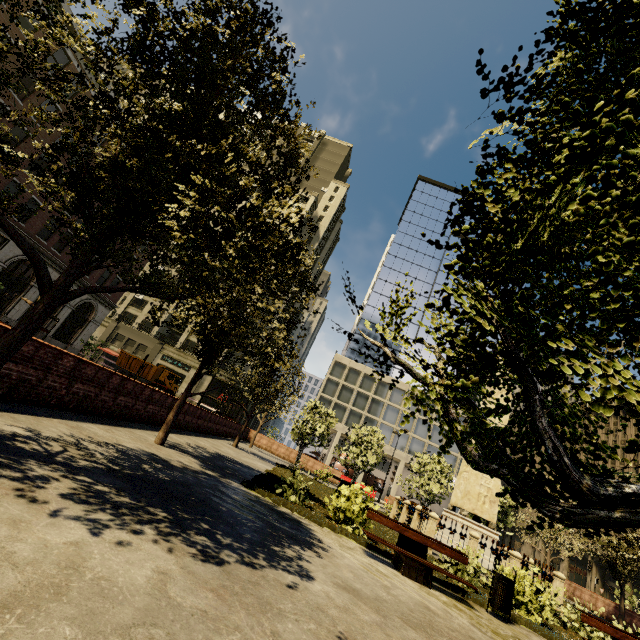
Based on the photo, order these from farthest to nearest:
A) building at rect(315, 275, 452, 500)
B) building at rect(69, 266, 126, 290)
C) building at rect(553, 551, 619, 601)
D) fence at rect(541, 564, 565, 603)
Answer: building at rect(315, 275, 452, 500) → building at rect(553, 551, 619, 601) → building at rect(69, 266, 126, 290) → fence at rect(541, 564, 565, 603)

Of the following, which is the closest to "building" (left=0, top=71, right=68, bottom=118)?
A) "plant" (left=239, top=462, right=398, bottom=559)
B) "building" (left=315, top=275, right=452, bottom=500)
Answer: "building" (left=315, top=275, right=452, bottom=500)

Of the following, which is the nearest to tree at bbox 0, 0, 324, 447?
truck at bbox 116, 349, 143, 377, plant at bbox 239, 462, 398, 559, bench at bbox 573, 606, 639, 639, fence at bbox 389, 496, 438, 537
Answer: plant at bbox 239, 462, 398, 559

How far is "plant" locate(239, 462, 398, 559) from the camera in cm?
859

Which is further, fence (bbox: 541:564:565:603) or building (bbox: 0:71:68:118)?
building (bbox: 0:71:68:118)

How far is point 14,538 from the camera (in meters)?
2.50

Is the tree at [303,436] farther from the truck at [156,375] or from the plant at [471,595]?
the truck at [156,375]

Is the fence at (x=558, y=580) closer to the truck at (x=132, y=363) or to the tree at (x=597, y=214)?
the tree at (x=597, y=214)
